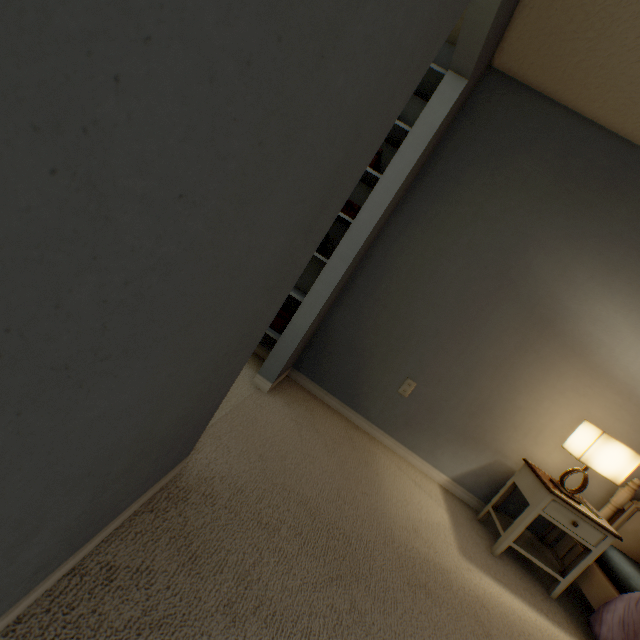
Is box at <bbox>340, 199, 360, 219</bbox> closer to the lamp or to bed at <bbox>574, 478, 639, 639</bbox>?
the lamp

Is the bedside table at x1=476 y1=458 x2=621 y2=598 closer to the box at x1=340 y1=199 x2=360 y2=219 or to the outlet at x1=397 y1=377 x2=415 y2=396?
the outlet at x1=397 y1=377 x2=415 y2=396

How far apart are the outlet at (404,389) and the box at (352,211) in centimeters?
120cm

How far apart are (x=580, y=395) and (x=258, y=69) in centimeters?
265cm

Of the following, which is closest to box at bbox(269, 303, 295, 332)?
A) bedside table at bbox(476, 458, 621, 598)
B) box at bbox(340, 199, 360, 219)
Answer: box at bbox(340, 199, 360, 219)

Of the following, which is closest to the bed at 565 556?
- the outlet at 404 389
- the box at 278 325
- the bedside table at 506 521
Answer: the bedside table at 506 521

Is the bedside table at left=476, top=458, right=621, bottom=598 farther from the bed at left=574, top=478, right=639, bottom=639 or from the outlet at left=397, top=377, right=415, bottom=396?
the outlet at left=397, top=377, right=415, bottom=396

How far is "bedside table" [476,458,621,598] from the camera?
1.80m
